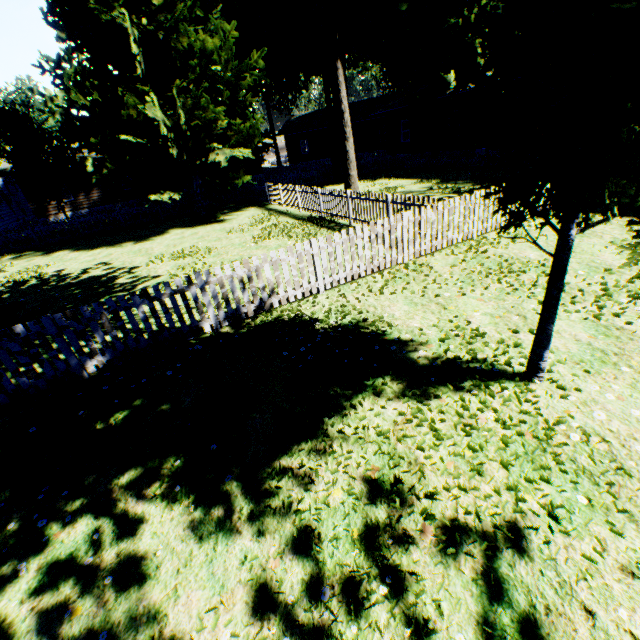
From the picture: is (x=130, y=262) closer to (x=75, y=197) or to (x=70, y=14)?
(x=70, y=14)

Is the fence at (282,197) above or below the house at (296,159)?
below

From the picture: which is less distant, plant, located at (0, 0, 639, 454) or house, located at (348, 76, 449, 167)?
plant, located at (0, 0, 639, 454)

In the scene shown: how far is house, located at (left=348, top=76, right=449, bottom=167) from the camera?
25.0m

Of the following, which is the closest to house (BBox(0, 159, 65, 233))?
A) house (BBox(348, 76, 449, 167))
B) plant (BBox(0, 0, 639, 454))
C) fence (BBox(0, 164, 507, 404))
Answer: fence (BBox(0, 164, 507, 404))

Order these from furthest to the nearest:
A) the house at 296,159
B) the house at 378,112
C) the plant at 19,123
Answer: the house at 296,159
the house at 378,112
the plant at 19,123

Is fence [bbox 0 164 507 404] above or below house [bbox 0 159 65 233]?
below

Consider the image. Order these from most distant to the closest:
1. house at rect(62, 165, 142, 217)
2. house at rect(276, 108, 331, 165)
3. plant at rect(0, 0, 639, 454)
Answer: house at rect(276, 108, 331, 165) < house at rect(62, 165, 142, 217) < plant at rect(0, 0, 639, 454)
